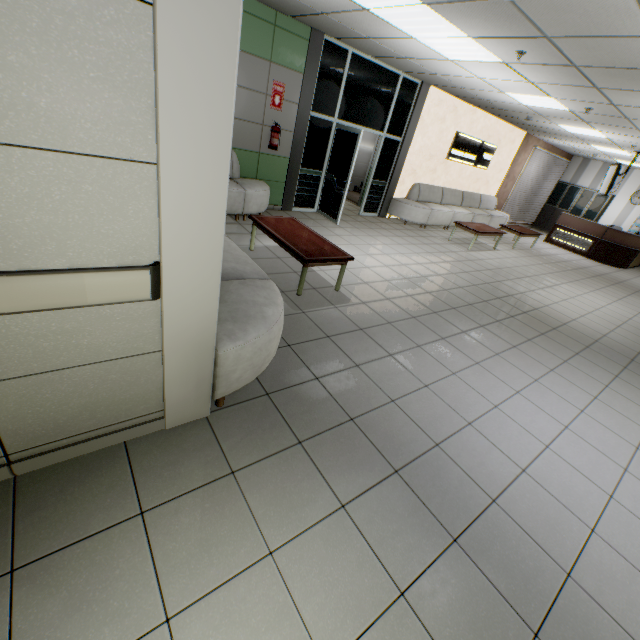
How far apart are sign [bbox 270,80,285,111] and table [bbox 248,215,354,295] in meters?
2.7 m

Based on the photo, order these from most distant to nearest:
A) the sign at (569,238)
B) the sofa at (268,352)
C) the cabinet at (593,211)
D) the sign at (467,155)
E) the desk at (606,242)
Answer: the cabinet at (593,211) → the sign at (569,238) → the desk at (606,242) → the sign at (467,155) → the sofa at (268,352)

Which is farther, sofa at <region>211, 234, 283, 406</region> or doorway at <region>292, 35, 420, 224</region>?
doorway at <region>292, 35, 420, 224</region>

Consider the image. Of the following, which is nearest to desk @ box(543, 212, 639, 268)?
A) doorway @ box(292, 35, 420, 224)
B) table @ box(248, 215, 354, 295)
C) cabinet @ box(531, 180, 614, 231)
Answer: cabinet @ box(531, 180, 614, 231)

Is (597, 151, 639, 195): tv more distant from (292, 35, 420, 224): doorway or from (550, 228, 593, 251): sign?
(292, 35, 420, 224): doorway

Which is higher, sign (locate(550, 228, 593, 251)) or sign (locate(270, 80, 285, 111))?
sign (locate(270, 80, 285, 111))

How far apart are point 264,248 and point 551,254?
10.5m

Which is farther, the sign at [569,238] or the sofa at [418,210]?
the sign at [569,238]
